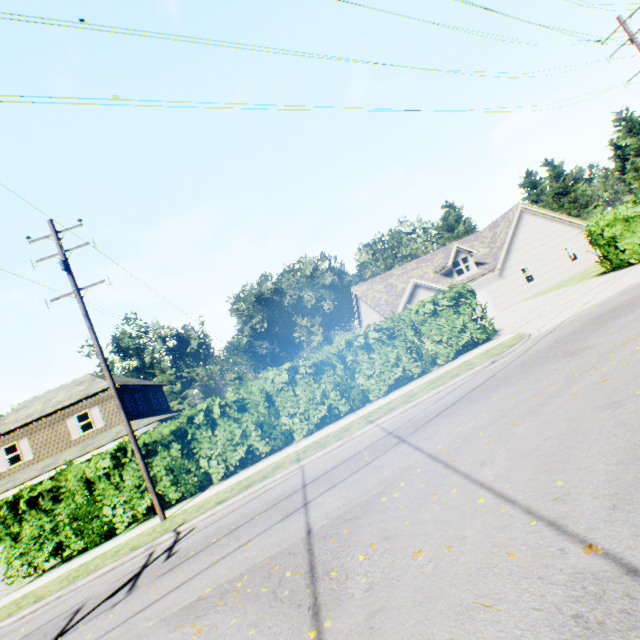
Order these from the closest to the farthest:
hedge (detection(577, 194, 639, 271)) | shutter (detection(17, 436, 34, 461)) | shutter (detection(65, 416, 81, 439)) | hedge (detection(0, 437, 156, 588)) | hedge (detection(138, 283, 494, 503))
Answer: hedge (detection(0, 437, 156, 588)) → hedge (detection(138, 283, 494, 503)) → hedge (detection(577, 194, 639, 271)) → shutter (detection(17, 436, 34, 461)) → shutter (detection(65, 416, 81, 439))

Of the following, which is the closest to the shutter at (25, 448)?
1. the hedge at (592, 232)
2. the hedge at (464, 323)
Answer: the hedge at (464, 323)

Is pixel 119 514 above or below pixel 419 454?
above

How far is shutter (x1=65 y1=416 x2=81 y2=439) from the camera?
23.5 meters

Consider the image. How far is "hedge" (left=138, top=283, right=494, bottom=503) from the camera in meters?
12.8 m

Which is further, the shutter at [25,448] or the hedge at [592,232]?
the shutter at [25,448]

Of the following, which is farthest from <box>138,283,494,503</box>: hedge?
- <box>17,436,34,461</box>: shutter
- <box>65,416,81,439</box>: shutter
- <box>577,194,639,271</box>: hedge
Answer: <box>17,436,34,461</box>: shutter
